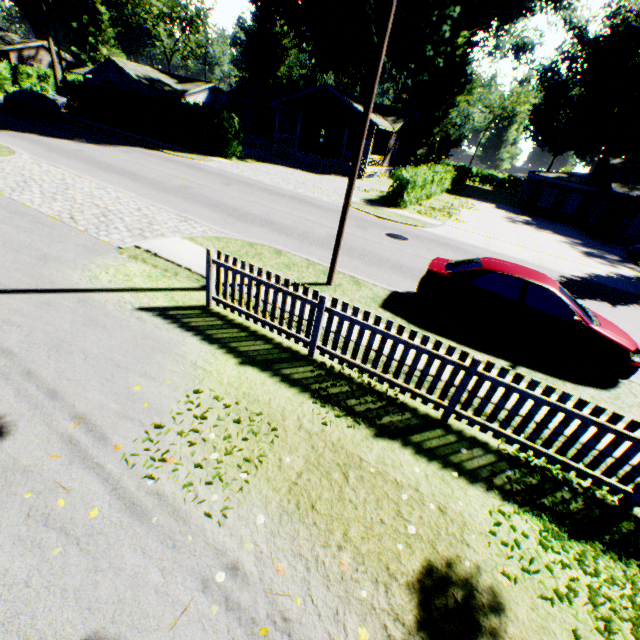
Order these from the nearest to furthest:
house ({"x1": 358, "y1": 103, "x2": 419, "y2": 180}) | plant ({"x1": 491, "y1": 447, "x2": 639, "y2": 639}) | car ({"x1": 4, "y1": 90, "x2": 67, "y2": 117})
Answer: plant ({"x1": 491, "y1": 447, "x2": 639, "y2": 639}), car ({"x1": 4, "y1": 90, "x2": 67, "y2": 117}), house ({"x1": 358, "y1": 103, "x2": 419, "y2": 180})

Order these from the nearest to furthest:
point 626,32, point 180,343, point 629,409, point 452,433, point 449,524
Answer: point 449,524 < point 452,433 < point 180,343 < point 629,409 < point 626,32

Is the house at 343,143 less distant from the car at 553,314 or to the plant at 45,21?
the car at 553,314

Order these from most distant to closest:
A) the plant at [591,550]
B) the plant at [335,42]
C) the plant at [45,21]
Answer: the plant at [45,21] < the plant at [335,42] < the plant at [591,550]

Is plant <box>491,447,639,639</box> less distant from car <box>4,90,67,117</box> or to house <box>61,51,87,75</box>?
car <box>4,90,67,117</box>

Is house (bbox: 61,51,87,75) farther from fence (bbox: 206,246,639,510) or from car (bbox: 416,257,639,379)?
car (bbox: 416,257,639,379)

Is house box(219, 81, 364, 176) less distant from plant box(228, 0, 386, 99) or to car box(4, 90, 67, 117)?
plant box(228, 0, 386, 99)

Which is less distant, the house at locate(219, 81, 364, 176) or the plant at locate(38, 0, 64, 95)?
the house at locate(219, 81, 364, 176)
